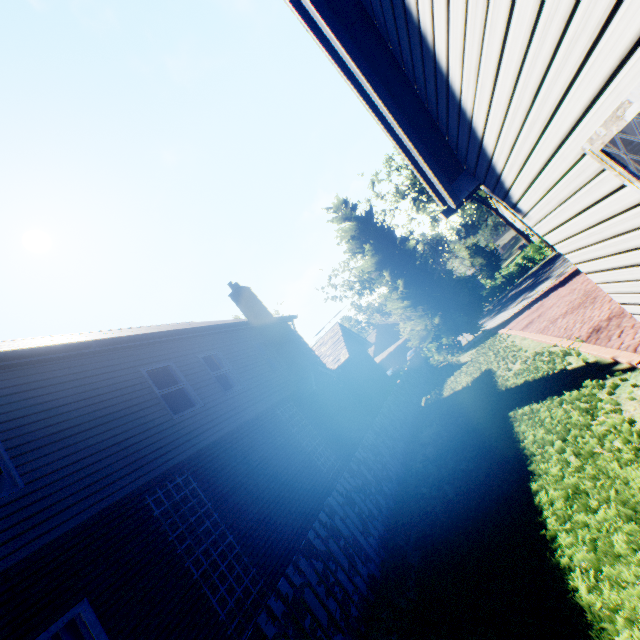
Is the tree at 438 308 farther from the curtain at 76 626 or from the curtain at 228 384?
the curtain at 76 626

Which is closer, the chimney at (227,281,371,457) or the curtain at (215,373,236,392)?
the curtain at (215,373,236,392)

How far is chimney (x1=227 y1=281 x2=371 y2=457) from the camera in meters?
12.2

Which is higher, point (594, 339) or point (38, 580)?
point (38, 580)

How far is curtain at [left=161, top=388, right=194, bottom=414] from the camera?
8.5 meters

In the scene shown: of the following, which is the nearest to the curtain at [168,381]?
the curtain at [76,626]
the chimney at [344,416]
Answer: the chimney at [344,416]

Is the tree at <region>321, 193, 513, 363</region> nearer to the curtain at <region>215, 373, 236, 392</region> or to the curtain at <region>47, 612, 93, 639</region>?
the curtain at <region>215, 373, 236, 392</region>

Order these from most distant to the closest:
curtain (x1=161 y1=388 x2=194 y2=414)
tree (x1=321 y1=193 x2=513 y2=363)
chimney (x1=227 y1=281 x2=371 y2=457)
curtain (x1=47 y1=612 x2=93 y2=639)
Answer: tree (x1=321 y1=193 x2=513 y2=363), chimney (x1=227 y1=281 x2=371 y2=457), curtain (x1=161 y1=388 x2=194 y2=414), curtain (x1=47 y1=612 x2=93 y2=639)
